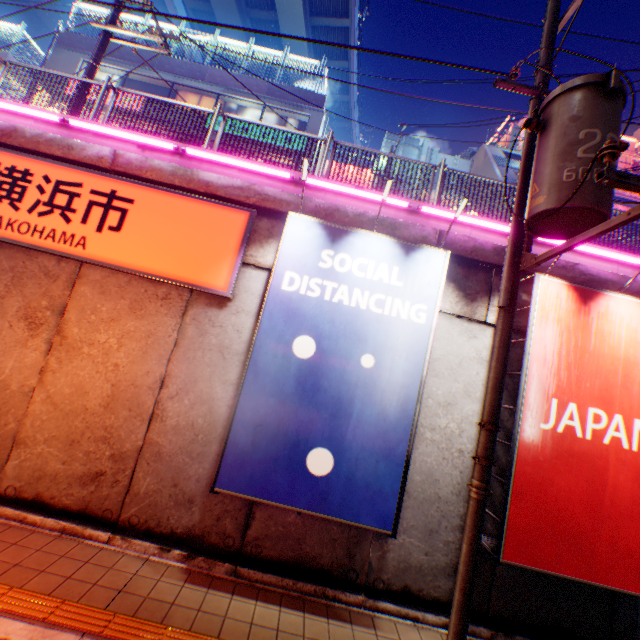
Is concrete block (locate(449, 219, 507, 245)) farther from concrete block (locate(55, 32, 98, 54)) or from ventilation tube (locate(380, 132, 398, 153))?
concrete block (locate(55, 32, 98, 54))

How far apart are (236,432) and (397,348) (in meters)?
2.73

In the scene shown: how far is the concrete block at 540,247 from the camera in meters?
6.4

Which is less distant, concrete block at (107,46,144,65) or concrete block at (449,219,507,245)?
concrete block at (449,219,507,245)

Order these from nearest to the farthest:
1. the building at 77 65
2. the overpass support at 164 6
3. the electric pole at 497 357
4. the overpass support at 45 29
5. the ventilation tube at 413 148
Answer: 1. the electric pole at 497 357
2. the building at 77 65
3. the ventilation tube at 413 148
4. the overpass support at 164 6
5. the overpass support at 45 29

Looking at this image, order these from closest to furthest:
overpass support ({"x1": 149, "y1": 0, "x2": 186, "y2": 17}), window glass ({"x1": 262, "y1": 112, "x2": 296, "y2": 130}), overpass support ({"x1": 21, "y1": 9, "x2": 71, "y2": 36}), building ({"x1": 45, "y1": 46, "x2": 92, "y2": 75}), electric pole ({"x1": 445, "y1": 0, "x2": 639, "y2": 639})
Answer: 1. electric pole ({"x1": 445, "y1": 0, "x2": 639, "y2": 639})
2. building ({"x1": 45, "y1": 46, "x2": 92, "y2": 75})
3. window glass ({"x1": 262, "y1": 112, "x2": 296, "y2": 130})
4. overpass support ({"x1": 149, "y1": 0, "x2": 186, "y2": 17})
5. overpass support ({"x1": 21, "y1": 9, "x2": 71, "y2": 36})

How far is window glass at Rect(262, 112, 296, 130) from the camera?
19.0 meters
